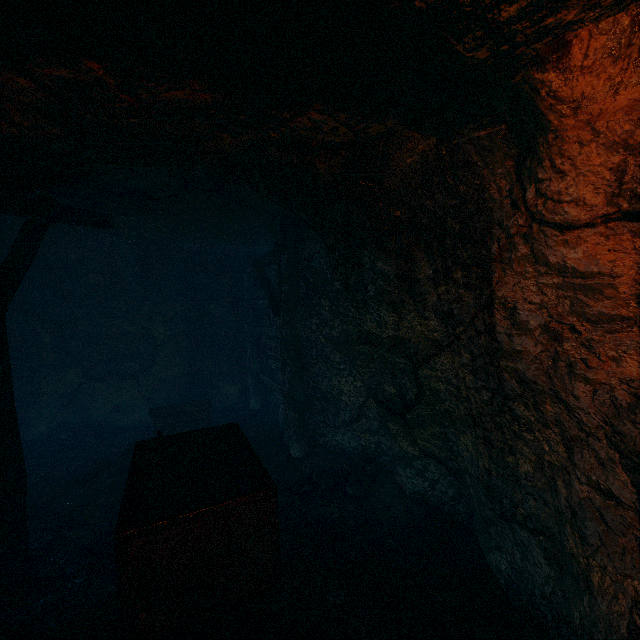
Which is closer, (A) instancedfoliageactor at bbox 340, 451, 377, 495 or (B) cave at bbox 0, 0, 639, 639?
(B) cave at bbox 0, 0, 639, 639

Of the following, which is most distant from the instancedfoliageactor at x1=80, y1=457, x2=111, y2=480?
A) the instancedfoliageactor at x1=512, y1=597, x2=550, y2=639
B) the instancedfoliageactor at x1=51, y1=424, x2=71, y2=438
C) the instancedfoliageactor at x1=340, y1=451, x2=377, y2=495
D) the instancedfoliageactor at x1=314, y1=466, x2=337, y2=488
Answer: the instancedfoliageactor at x1=512, y1=597, x2=550, y2=639

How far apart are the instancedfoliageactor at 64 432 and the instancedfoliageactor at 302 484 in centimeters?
617cm

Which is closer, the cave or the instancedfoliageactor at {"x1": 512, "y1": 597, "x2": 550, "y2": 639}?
the cave

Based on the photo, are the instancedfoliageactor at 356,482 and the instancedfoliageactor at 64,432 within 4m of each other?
no

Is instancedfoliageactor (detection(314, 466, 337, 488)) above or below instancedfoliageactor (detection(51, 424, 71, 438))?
below

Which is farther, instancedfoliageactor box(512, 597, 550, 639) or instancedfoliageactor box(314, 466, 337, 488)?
instancedfoliageactor box(314, 466, 337, 488)

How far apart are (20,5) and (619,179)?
3.6 meters
